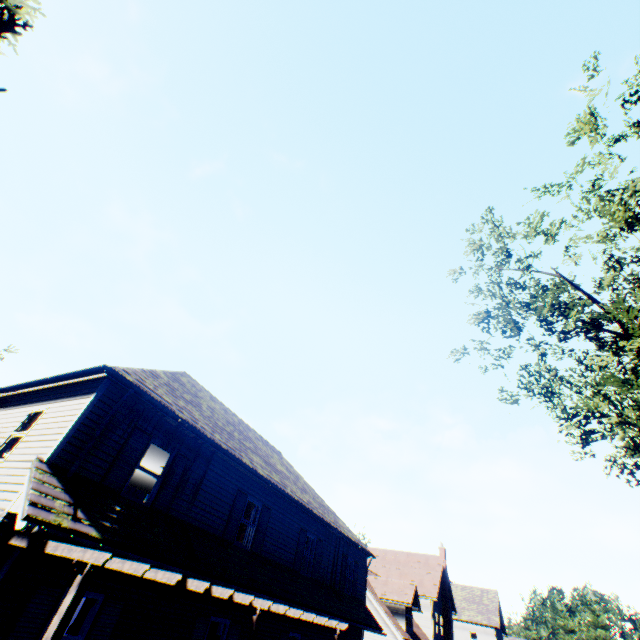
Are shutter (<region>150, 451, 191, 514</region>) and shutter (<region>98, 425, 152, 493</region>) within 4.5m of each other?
yes

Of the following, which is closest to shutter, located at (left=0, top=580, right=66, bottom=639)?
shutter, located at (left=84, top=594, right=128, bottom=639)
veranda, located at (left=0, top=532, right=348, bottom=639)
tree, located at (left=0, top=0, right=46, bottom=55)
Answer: veranda, located at (left=0, top=532, right=348, bottom=639)

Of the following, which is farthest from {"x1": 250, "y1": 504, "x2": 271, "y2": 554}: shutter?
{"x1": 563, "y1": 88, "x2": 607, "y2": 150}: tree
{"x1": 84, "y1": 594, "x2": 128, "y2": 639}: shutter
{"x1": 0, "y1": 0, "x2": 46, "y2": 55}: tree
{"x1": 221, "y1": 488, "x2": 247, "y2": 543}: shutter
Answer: {"x1": 0, "y1": 0, "x2": 46, "y2": 55}: tree

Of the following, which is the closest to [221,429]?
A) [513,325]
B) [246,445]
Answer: [246,445]

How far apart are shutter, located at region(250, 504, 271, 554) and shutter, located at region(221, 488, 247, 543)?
0.99m

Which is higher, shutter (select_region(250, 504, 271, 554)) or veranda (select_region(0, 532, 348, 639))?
shutter (select_region(250, 504, 271, 554))

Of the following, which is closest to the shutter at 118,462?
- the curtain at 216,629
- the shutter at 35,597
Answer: the shutter at 35,597

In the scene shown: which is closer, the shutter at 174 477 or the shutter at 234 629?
the shutter at 174 477
